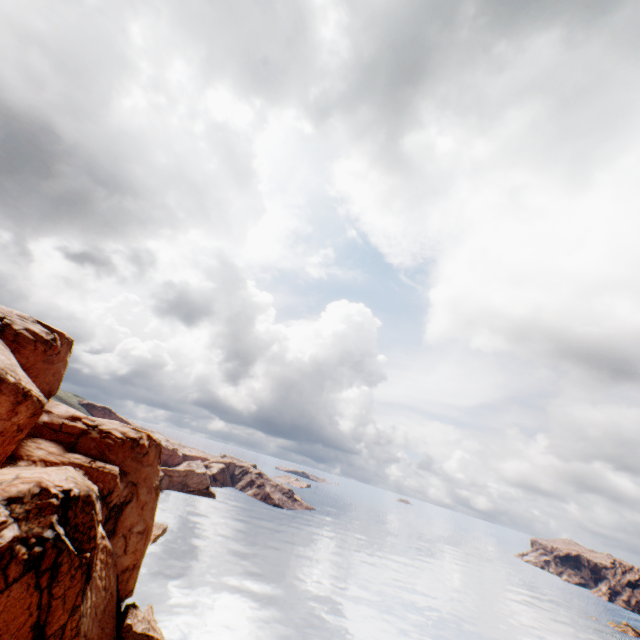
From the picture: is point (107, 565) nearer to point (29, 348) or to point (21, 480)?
point (21, 480)
